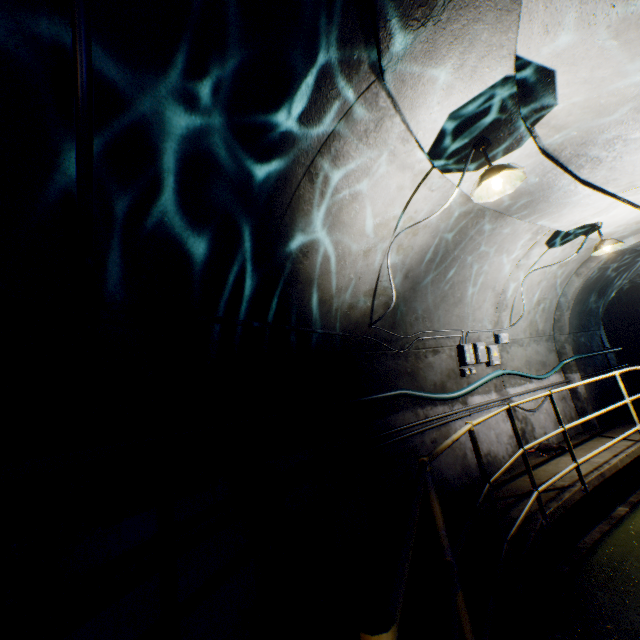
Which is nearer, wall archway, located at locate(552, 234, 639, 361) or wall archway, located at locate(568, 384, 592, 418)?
wall archway, located at locate(552, 234, 639, 361)

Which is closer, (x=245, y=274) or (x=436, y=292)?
(x=245, y=274)

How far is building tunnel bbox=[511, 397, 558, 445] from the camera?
6.3 meters

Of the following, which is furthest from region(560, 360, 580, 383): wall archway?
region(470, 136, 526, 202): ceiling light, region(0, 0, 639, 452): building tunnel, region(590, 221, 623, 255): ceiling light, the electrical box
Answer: region(470, 136, 526, 202): ceiling light

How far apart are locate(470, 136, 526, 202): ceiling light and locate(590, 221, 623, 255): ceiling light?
Result: 3.6m

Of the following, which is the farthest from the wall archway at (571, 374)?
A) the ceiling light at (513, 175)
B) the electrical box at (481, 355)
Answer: the ceiling light at (513, 175)

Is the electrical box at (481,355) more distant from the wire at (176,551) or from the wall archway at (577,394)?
the wall archway at (577,394)
